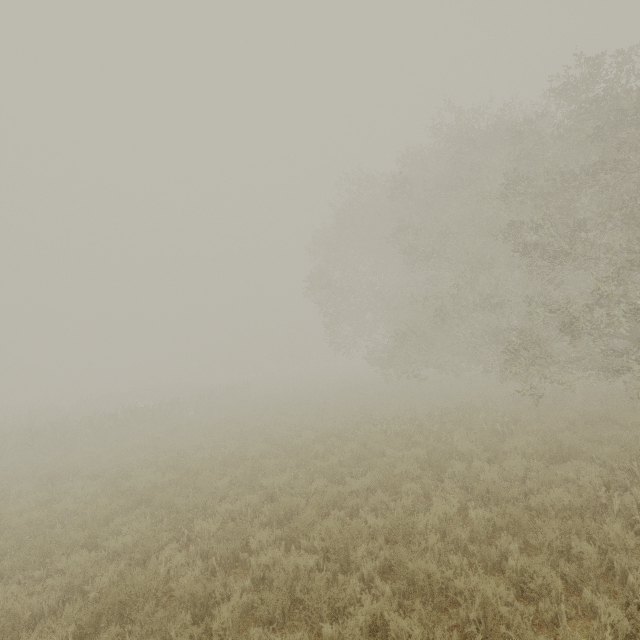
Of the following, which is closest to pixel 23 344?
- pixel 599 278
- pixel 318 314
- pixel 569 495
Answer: pixel 318 314
